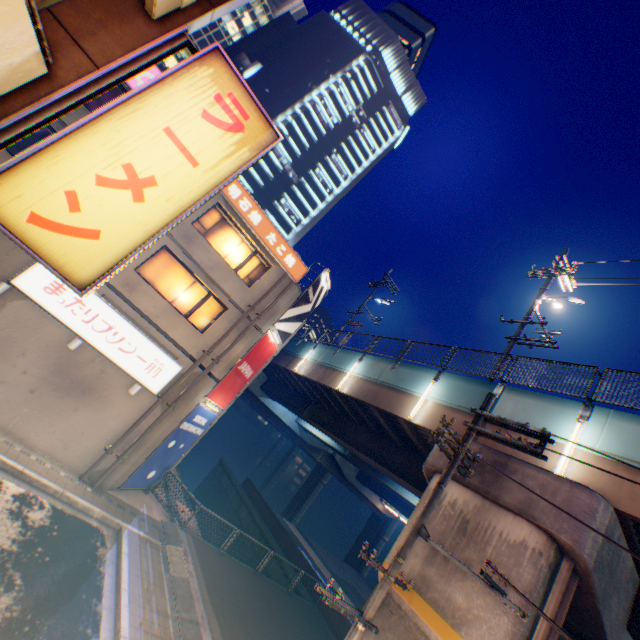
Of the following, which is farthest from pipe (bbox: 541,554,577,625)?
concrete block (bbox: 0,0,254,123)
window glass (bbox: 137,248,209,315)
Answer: window glass (bbox: 137,248,209,315)

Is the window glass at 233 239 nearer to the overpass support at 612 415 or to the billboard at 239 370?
the billboard at 239 370

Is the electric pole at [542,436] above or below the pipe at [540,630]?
above

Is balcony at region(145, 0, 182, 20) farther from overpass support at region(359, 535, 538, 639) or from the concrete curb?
the concrete curb

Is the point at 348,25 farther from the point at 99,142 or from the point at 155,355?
the point at 99,142

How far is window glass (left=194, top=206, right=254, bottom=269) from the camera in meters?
14.5 m

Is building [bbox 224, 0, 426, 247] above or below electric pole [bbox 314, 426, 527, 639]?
above

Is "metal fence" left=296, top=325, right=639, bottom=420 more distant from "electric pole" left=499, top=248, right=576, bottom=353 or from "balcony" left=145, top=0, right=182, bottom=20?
"balcony" left=145, top=0, right=182, bottom=20
